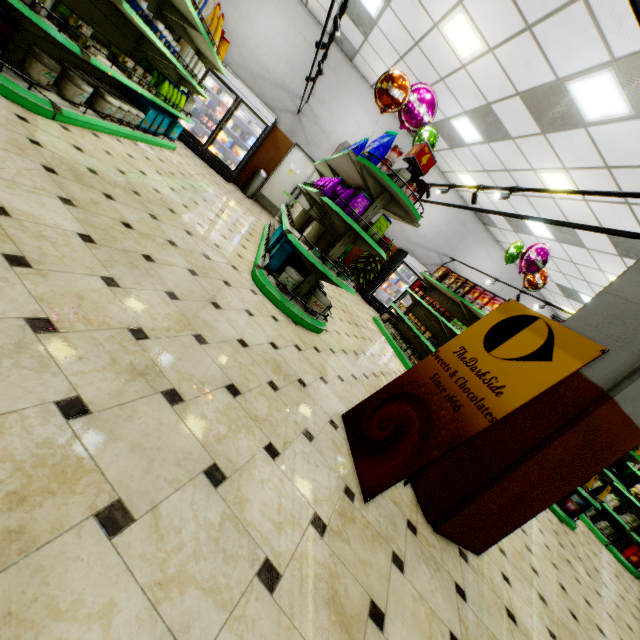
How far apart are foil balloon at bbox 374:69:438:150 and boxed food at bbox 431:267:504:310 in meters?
2.9 m

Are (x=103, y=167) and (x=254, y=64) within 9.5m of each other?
yes

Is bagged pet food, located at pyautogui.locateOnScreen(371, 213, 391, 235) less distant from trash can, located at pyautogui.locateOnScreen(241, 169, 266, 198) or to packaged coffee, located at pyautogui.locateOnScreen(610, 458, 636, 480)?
packaged coffee, located at pyautogui.locateOnScreen(610, 458, 636, 480)

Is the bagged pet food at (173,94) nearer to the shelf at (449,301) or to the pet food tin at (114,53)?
the pet food tin at (114,53)

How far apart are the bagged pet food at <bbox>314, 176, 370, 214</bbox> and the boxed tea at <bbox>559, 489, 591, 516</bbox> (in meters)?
7.18

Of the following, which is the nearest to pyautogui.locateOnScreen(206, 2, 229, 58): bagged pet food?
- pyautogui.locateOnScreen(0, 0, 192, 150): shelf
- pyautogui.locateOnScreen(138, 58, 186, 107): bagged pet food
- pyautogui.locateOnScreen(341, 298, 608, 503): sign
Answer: pyautogui.locateOnScreen(0, 0, 192, 150): shelf

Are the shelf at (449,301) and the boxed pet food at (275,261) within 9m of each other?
yes

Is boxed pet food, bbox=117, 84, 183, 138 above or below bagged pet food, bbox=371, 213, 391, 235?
below
